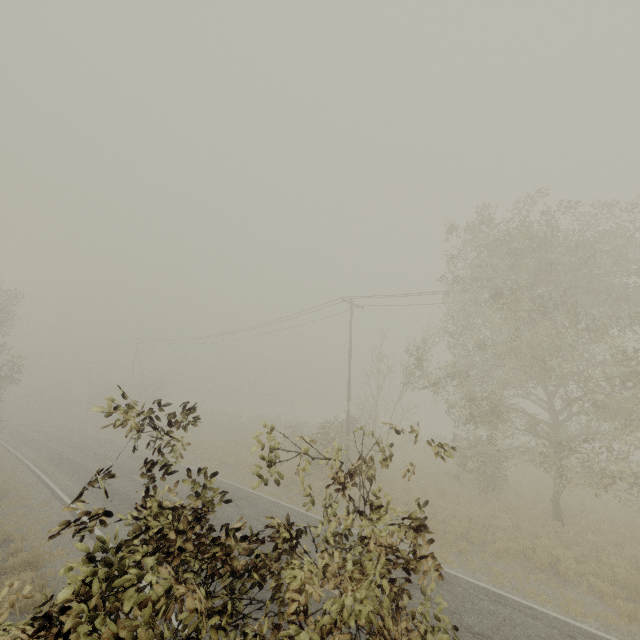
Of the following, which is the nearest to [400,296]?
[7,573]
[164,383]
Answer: [7,573]
